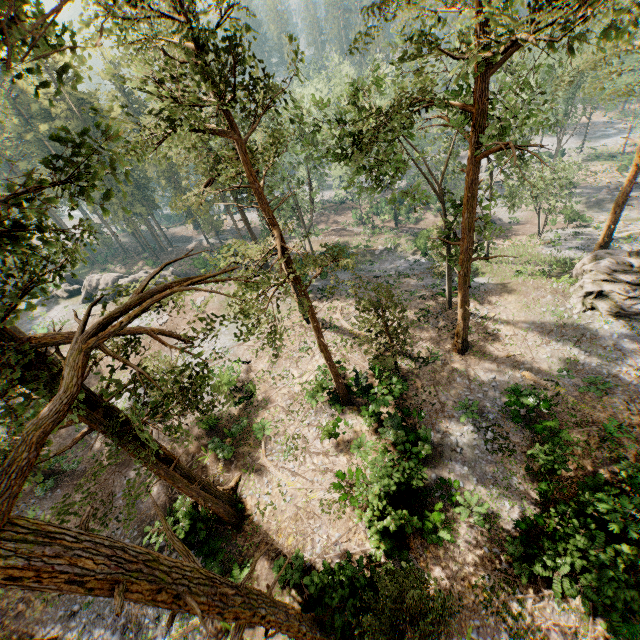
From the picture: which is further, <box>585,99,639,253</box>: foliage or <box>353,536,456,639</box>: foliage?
<box>585,99,639,253</box>: foliage

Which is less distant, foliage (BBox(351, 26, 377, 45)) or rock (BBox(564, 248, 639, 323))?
foliage (BBox(351, 26, 377, 45))

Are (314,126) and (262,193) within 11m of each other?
yes

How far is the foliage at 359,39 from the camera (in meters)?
11.55

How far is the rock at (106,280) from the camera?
42.7 meters

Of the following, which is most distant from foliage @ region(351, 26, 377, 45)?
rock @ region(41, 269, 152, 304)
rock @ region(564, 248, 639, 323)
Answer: rock @ region(41, 269, 152, 304)

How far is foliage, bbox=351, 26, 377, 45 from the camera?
11.6m

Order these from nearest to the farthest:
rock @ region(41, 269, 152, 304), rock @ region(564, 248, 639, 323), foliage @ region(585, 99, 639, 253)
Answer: rock @ region(564, 248, 639, 323) → foliage @ region(585, 99, 639, 253) → rock @ region(41, 269, 152, 304)
